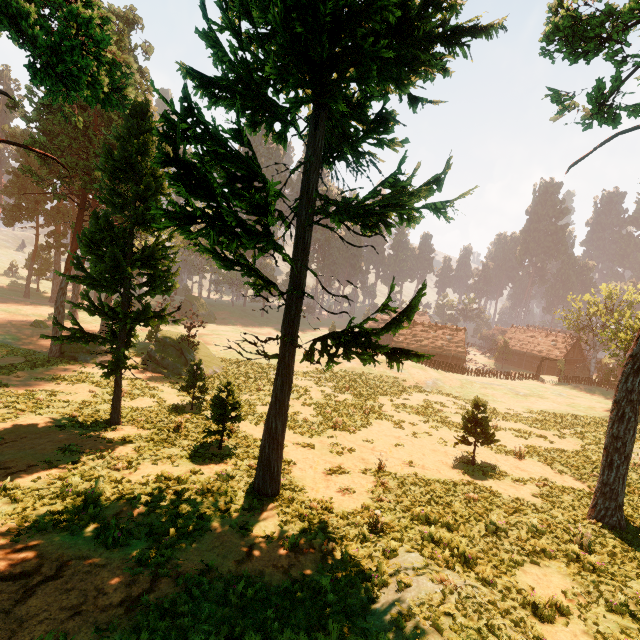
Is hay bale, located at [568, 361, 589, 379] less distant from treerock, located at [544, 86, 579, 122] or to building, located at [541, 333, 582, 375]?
building, located at [541, 333, 582, 375]

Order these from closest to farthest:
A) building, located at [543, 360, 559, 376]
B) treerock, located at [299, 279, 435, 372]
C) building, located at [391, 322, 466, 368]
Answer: treerock, located at [299, 279, 435, 372] < building, located at [391, 322, 466, 368] < building, located at [543, 360, 559, 376]

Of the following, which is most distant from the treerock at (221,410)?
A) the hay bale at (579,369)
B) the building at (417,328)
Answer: the hay bale at (579,369)

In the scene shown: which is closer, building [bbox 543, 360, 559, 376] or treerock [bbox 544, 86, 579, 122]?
treerock [bbox 544, 86, 579, 122]

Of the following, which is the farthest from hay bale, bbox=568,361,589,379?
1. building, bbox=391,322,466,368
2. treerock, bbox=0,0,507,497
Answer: treerock, bbox=0,0,507,497

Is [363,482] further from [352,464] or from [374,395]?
[374,395]

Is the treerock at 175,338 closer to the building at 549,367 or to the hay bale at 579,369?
the building at 549,367
